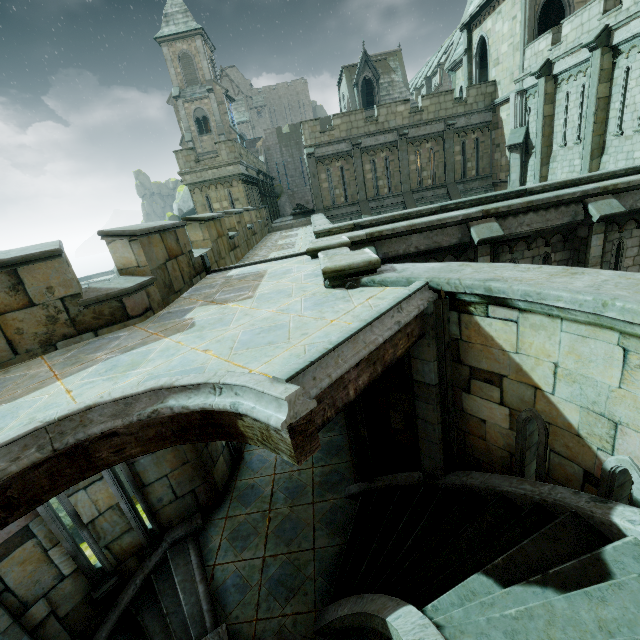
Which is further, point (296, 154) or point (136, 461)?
point (296, 154)

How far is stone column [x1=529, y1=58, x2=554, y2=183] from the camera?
16.50m

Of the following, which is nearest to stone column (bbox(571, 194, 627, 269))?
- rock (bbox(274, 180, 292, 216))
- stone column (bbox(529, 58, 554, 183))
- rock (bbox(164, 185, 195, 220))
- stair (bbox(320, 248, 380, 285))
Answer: stair (bbox(320, 248, 380, 285))

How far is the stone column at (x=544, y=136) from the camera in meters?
16.5 m

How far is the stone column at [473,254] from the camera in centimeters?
856cm

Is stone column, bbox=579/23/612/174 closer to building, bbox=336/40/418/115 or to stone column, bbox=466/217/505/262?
building, bbox=336/40/418/115

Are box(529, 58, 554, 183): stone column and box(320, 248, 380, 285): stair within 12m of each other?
no

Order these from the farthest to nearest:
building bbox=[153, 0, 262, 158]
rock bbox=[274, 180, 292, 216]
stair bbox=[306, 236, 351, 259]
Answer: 1. rock bbox=[274, 180, 292, 216]
2. building bbox=[153, 0, 262, 158]
3. stair bbox=[306, 236, 351, 259]
